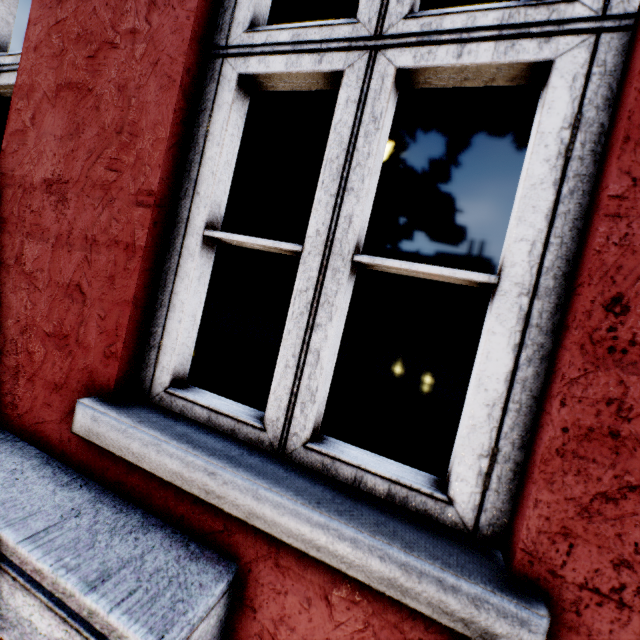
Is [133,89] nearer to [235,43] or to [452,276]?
[235,43]
